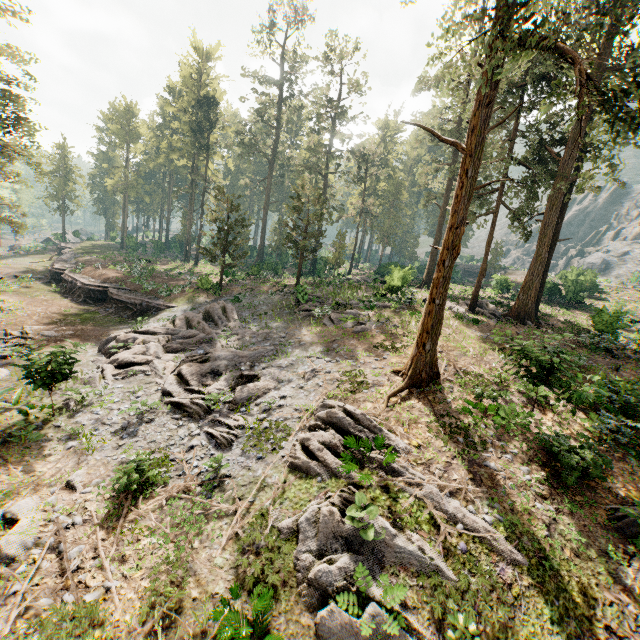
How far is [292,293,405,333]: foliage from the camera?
21.1 meters

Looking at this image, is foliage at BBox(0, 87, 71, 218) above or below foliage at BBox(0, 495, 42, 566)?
above

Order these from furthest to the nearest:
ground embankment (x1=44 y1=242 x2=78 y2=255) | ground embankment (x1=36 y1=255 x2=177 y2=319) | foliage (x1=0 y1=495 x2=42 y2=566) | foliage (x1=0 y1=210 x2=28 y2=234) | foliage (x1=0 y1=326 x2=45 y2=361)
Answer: ground embankment (x1=44 y1=242 x2=78 y2=255) → ground embankment (x1=36 y1=255 x2=177 y2=319) → foliage (x1=0 y1=210 x2=28 y2=234) → foliage (x1=0 y1=326 x2=45 y2=361) → foliage (x1=0 y1=495 x2=42 y2=566)

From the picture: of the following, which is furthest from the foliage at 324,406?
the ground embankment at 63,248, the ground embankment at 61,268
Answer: the ground embankment at 63,248

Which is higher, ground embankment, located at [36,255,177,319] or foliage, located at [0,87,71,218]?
foliage, located at [0,87,71,218]

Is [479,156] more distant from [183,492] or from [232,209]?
[232,209]

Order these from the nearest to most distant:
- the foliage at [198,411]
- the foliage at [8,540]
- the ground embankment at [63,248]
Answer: the foliage at [8,540] → the foliage at [198,411] → the ground embankment at [63,248]

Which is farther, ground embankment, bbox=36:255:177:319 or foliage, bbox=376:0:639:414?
ground embankment, bbox=36:255:177:319
